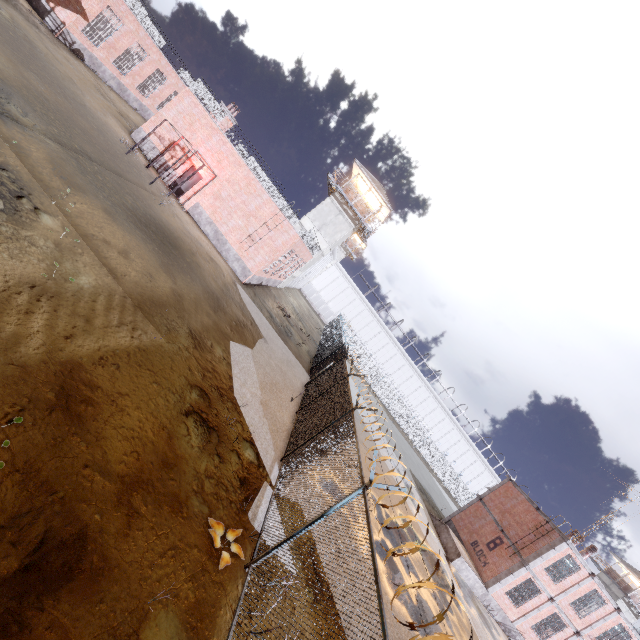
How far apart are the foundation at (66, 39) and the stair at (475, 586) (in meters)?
43.16

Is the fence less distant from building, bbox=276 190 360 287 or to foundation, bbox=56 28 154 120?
building, bbox=276 190 360 287

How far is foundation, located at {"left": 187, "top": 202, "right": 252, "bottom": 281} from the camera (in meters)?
21.41

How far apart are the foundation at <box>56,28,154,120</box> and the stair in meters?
43.2 m

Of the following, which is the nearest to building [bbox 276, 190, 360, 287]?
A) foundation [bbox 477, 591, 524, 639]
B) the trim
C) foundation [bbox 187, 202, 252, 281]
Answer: foundation [bbox 187, 202, 252, 281]

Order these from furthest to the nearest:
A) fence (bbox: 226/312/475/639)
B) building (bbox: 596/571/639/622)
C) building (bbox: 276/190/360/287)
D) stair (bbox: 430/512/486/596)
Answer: building (bbox: 596/571/639/622) → building (bbox: 276/190/360/287) → stair (bbox: 430/512/486/596) → fence (bbox: 226/312/475/639)

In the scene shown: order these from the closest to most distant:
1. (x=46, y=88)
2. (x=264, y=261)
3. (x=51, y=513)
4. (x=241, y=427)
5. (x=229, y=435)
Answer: (x=51, y=513)
(x=229, y=435)
(x=241, y=427)
(x=46, y=88)
(x=264, y=261)

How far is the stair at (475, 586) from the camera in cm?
2138
